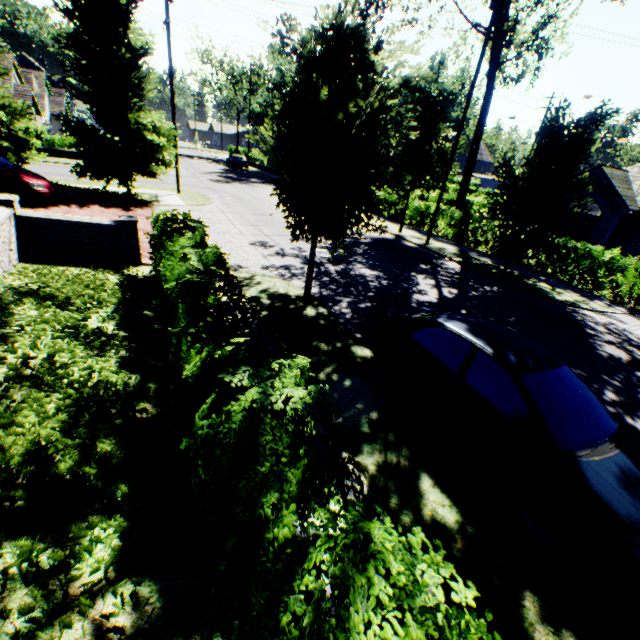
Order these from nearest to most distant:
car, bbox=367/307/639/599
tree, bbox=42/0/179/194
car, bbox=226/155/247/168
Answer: car, bbox=367/307/639/599, tree, bbox=42/0/179/194, car, bbox=226/155/247/168

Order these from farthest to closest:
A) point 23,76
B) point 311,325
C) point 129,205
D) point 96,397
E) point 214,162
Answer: point 214,162, point 23,76, point 129,205, point 311,325, point 96,397

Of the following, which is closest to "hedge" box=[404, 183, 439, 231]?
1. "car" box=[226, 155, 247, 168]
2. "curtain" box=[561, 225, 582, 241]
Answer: "curtain" box=[561, 225, 582, 241]

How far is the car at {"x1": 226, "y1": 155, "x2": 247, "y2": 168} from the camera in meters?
43.8

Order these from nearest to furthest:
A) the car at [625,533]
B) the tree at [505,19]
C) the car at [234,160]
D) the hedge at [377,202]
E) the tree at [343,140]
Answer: the car at [625,533], the tree at [343,140], the tree at [505,19], the hedge at [377,202], the car at [234,160]

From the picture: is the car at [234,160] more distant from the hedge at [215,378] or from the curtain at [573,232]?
the hedge at [215,378]

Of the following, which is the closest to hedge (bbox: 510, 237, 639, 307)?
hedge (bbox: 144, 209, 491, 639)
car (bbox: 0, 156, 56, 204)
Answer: car (bbox: 0, 156, 56, 204)

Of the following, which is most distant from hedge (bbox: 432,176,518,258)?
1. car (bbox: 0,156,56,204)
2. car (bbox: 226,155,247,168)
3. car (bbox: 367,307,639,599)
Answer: car (bbox: 0,156,56,204)
